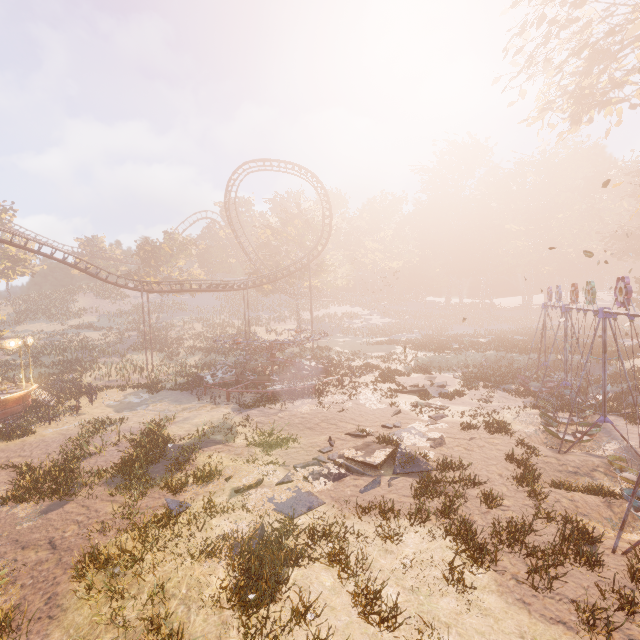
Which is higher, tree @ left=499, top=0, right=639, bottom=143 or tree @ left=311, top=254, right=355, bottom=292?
tree @ left=499, top=0, right=639, bottom=143

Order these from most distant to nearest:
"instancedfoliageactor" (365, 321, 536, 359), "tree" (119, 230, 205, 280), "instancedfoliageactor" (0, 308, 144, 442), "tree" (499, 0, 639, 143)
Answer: "tree" (119, 230, 205, 280) < "instancedfoliageactor" (365, 321, 536, 359) < "instancedfoliageactor" (0, 308, 144, 442) < "tree" (499, 0, 639, 143)

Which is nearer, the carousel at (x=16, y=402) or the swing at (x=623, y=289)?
the swing at (x=623, y=289)

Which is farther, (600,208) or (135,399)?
(600,208)

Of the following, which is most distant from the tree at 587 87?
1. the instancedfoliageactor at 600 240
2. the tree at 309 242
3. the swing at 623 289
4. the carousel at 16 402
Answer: the carousel at 16 402

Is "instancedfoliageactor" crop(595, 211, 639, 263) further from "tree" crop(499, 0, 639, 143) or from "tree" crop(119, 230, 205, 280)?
"tree" crop(499, 0, 639, 143)

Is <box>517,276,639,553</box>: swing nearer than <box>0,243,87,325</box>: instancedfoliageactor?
Yes

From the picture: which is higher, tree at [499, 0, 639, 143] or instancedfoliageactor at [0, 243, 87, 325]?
tree at [499, 0, 639, 143]
